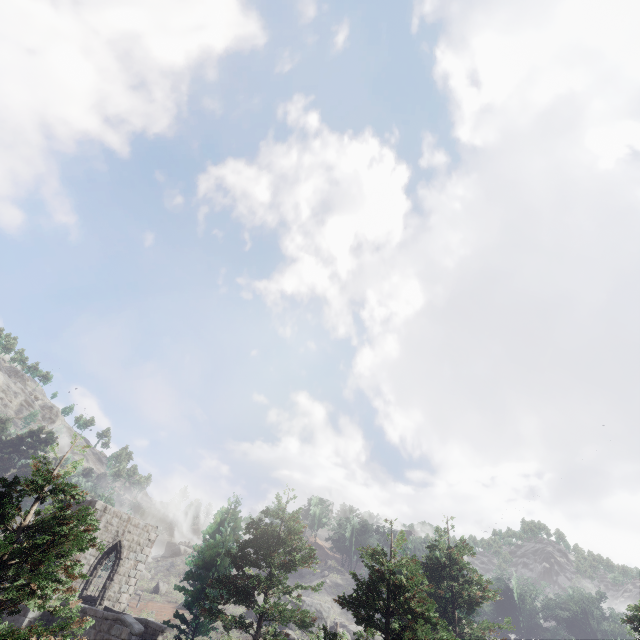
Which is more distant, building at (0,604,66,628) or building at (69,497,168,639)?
building at (0,604,66,628)

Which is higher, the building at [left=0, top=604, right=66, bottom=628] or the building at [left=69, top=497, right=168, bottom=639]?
the building at [left=69, top=497, right=168, bottom=639]

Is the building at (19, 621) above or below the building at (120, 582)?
below

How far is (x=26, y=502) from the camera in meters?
54.5 m

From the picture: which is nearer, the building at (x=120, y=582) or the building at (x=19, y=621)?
the building at (x=120, y=582)
